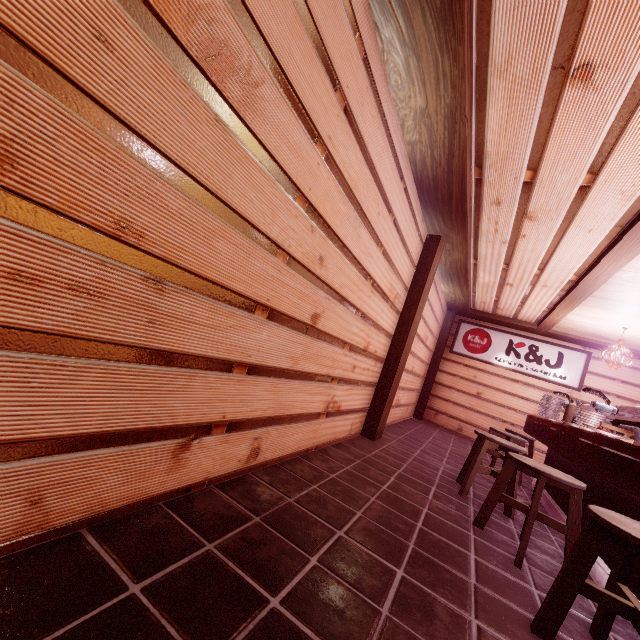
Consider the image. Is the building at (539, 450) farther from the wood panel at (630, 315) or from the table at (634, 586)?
the wood panel at (630, 315)

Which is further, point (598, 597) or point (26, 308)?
point (598, 597)

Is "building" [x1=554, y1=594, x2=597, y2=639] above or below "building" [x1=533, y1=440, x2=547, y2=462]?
below

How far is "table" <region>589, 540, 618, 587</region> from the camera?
4.0 meters

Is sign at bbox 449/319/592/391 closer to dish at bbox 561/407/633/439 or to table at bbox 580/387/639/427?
table at bbox 580/387/639/427

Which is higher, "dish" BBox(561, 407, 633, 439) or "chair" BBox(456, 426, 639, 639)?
"dish" BBox(561, 407, 633, 439)

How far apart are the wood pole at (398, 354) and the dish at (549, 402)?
4.0m

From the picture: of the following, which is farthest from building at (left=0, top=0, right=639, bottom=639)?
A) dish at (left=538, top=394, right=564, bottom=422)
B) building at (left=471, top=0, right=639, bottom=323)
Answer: dish at (left=538, top=394, right=564, bottom=422)
